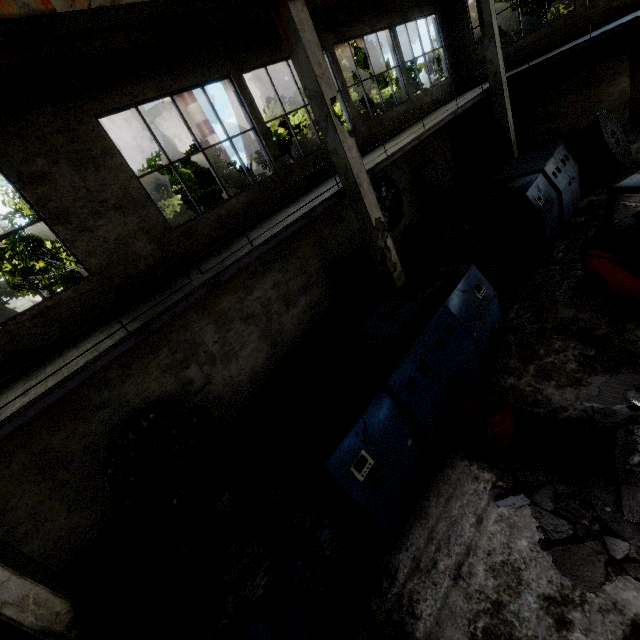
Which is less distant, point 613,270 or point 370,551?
point 370,551

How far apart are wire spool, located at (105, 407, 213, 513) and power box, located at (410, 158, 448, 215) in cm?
1244

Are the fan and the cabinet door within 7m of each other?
yes

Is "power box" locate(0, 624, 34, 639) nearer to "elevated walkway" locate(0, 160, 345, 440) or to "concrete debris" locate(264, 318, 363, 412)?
"elevated walkway" locate(0, 160, 345, 440)

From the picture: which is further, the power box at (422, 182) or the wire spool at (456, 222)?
the power box at (422, 182)

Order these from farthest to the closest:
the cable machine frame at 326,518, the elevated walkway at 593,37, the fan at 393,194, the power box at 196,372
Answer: the fan at 393,194 < the elevated walkway at 593,37 < the power box at 196,372 < the cable machine frame at 326,518

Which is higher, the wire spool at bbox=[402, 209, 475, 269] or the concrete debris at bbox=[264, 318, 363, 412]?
the wire spool at bbox=[402, 209, 475, 269]

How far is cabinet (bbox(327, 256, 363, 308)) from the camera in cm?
1087
